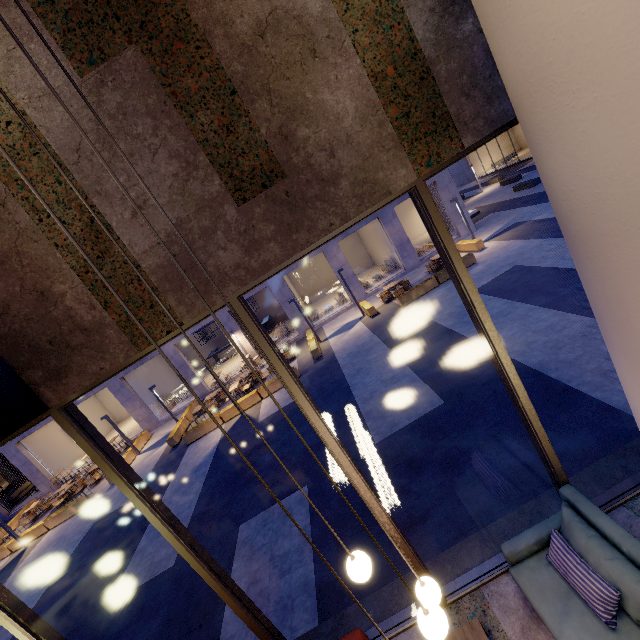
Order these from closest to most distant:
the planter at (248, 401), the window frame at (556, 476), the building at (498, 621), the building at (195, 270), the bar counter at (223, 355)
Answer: the building at (195, 270) → the window frame at (556, 476) → the building at (498, 621) → the planter at (248, 401) → the bar counter at (223, 355)

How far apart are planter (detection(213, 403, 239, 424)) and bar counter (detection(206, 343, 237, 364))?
11.6 meters

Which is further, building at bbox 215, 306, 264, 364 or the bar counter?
the bar counter

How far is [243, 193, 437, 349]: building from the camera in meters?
19.7

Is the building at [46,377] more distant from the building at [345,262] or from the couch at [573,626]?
the building at [345,262]

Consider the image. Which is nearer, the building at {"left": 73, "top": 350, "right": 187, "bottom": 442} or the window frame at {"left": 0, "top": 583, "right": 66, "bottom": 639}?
the window frame at {"left": 0, "top": 583, "right": 66, "bottom": 639}

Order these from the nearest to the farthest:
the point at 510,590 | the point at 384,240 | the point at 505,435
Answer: the point at 510,590 → the point at 505,435 → the point at 384,240
